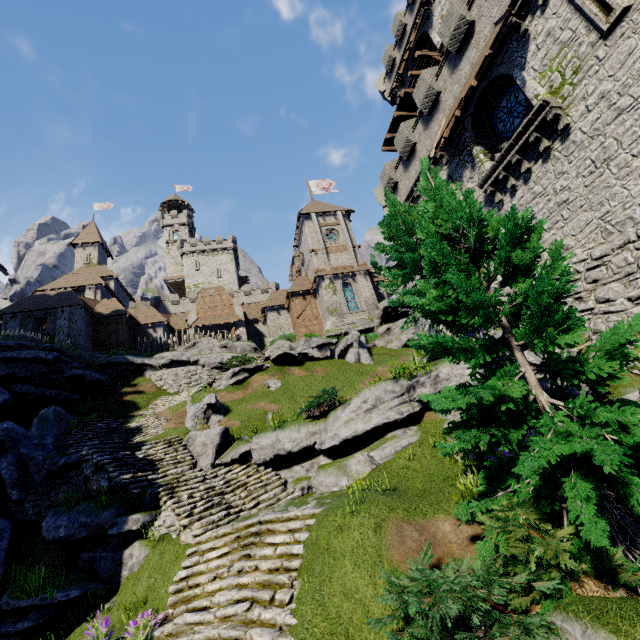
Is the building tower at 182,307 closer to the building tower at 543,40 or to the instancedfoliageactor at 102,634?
the building tower at 543,40

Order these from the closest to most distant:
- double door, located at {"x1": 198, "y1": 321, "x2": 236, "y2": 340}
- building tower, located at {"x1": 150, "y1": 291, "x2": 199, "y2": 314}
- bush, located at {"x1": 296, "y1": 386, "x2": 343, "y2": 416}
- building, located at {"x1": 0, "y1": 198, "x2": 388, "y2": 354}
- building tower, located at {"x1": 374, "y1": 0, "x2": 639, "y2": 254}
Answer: building tower, located at {"x1": 374, "y1": 0, "x2": 639, "y2": 254} → bush, located at {"x1": 296, "y1": 386, "x2": 343, "y2": 416} → building, located at {"x1": 0, "y1": 198, "x2": 388, "y2": 354} → double door, located at {"x1": 198, "y1": 321, "x2": 236, "y2": 340} → building tower, located at {"x1": 150, "y1": 291, "x2": 199, "y2": 314}

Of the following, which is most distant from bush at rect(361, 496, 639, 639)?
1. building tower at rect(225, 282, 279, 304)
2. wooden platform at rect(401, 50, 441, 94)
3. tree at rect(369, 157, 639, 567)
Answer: building tower at rect(225, 282, 279, 304)

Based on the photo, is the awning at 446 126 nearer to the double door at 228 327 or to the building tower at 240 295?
the double door at 228 327

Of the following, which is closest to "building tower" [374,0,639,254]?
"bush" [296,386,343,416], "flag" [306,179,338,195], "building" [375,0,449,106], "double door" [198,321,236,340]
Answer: "building" [375,0,449,106]

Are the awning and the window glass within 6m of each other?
yes

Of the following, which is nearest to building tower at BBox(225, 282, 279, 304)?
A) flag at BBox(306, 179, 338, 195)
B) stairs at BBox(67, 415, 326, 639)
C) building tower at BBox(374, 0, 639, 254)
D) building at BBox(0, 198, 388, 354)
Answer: building at BBox(0, 198, 388, 354)

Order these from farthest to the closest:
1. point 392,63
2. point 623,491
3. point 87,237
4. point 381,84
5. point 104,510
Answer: point 87,237 < point 381,84 < point 392,63 < point 104,510 < point 623,491
